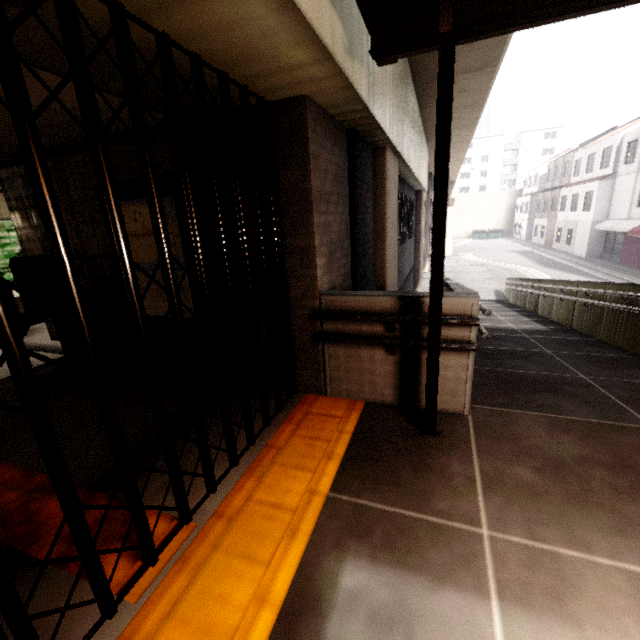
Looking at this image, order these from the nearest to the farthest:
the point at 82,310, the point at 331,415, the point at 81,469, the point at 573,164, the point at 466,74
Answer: the point at 82,310 < the point at 81,469 < the point at 331,415 < the point at 466,74 < the point at 573,164

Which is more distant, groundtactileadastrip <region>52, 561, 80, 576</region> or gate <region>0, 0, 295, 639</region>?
groundtactileadastrip <region>52, 561, 80, 576</region>

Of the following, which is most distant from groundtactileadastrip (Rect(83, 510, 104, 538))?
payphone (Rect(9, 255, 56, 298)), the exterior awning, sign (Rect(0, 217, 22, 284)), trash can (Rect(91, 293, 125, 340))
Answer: sign (Rect(0, 217, 22, 284))

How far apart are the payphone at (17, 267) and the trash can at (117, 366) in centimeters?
74cm

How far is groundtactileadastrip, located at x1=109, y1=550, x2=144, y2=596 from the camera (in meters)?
1.82

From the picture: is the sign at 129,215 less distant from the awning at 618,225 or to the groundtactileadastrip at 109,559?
the groundtactileadastrip at 109,559

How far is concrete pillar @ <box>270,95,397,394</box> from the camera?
3.0m

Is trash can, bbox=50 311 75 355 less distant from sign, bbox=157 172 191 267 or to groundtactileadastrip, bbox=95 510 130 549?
sign, bbox=157 172 191 267
